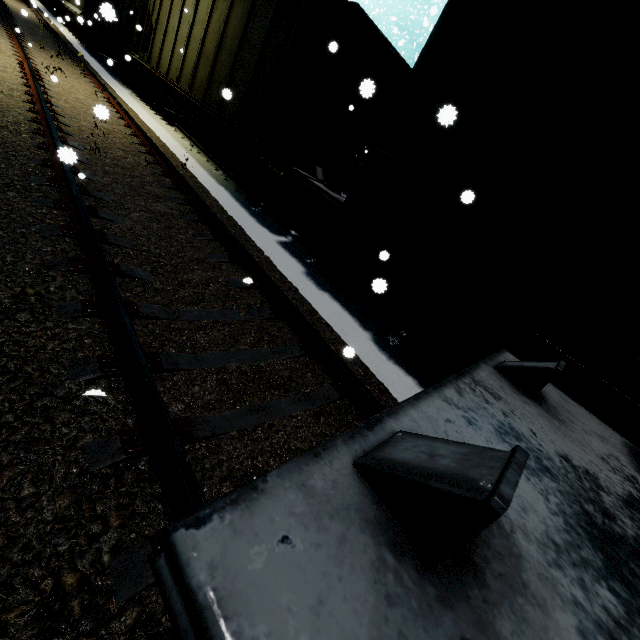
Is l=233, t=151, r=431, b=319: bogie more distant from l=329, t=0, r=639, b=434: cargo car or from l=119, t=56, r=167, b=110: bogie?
l=119, t=56, r=167, b=110: bogie

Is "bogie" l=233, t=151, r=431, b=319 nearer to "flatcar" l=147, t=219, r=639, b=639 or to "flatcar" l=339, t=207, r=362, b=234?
"flatcar" l=339, t=207, r=362, b=234

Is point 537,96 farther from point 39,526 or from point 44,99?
point 44,99

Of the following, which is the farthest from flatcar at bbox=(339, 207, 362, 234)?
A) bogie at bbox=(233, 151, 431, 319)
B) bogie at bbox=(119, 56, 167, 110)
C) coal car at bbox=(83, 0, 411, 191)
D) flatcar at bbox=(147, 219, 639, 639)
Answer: bogie at bbox=(119, 56, 167, 110)

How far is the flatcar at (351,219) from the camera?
5.64m

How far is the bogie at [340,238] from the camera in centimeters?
603cm

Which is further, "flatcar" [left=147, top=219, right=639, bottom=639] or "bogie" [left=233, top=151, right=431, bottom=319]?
"bogie" [left=233, top=151, right=431, bottom=319]
